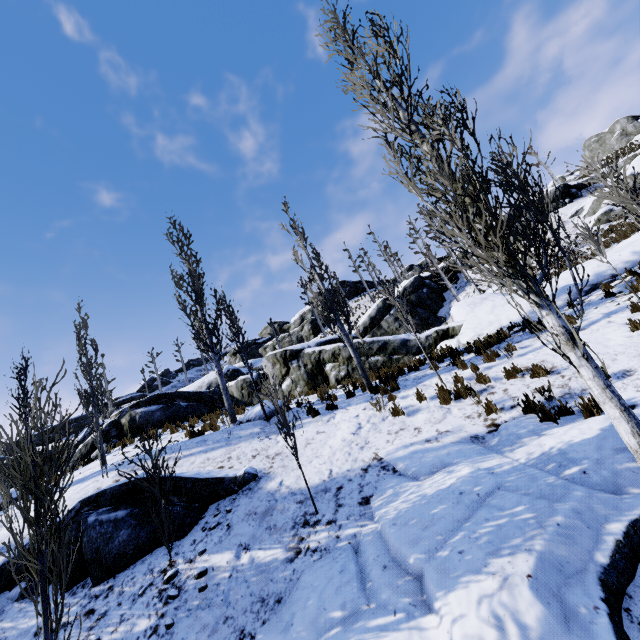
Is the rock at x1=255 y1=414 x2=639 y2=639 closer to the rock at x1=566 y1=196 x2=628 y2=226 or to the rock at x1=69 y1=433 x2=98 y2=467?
the rock at x1=69 y1=433 x2=98 y2=467

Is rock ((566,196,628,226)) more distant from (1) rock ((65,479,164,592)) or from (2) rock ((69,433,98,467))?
(1) rock ((65,479,164,592))

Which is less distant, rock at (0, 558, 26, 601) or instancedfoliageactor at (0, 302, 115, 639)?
instancedfoliageactor at (0, 302, 115, 639)

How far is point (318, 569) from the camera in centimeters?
464cm

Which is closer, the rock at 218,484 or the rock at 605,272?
the rock at 218,484

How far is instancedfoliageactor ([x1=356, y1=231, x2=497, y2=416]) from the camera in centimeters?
749cm

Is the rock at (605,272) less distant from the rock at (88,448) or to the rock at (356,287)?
the rock at (88,448)

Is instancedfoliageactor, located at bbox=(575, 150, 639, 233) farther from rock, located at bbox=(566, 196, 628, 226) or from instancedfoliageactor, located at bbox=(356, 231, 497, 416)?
rock, located at bbox=(566, 196, 628, 226)
